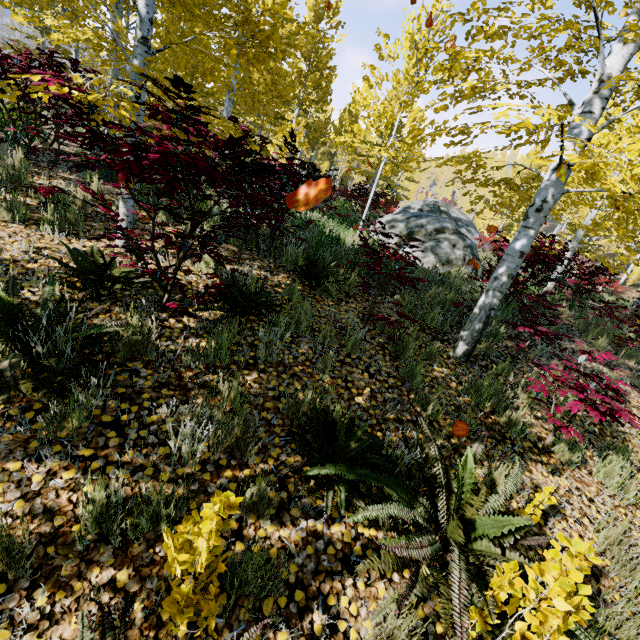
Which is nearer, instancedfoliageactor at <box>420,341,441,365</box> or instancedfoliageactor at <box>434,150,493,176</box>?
instancedfoliageactor at <box>434,150,493,176</box>

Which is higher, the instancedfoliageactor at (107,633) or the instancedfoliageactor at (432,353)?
the instancedfoliageactor at (432,353)

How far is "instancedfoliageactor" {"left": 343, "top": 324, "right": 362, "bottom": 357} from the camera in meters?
3.9 m

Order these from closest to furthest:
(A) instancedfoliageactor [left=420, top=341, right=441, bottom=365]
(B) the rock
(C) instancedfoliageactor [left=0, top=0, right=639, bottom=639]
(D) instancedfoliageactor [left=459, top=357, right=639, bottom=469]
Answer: (C) instancedfoliageactor [left=0, top=0, right=639, bottom=639] → (D) instancedfoliageactor [left=459, top=357, right=639, bottom=469] → (A) instancedfoliageactor [left=420, top=341, right=441, bottom=365] → (B) the rock

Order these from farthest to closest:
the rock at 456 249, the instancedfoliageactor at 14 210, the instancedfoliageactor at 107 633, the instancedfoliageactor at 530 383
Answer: the rock at 456 249
the instancedfoliageactor at 14 210
the instancedfoliageactor at 530 383
the instancedfoliageactor at 107 633

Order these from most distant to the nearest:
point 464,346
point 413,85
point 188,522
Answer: point 413,85
point 464,346
point 188,522

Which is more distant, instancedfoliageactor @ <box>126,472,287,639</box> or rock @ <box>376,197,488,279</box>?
rock @ <box>376,197,488,279</box>
